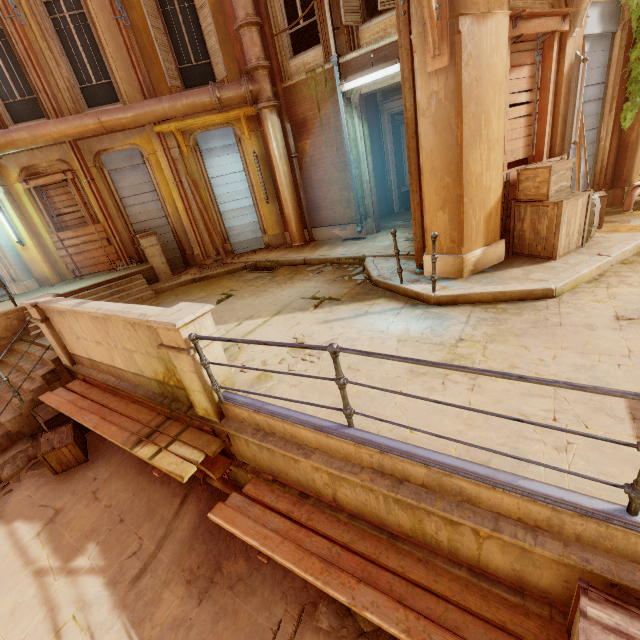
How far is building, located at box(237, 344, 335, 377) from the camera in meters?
4.2

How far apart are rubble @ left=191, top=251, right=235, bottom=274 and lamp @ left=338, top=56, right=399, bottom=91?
5.89m

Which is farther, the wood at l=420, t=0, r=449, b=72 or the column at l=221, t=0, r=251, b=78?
the column at l=221, t=0, r=251, b=78

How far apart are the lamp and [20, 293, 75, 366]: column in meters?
8.1 m

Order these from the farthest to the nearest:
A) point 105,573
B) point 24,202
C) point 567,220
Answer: point 24,202 < point 567,220 < point 105,573

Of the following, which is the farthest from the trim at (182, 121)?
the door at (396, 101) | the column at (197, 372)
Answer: the column at (197, 372)

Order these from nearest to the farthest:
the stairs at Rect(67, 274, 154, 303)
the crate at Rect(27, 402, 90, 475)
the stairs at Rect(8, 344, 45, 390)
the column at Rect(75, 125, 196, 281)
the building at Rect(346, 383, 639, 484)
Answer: the building at Rect(346, 383, 639, 484), the crate at Rect(27, 402, 90, 475), the stairs at Rect(8, 344, 45, 390), the stairs at Rect(67, 274, 154, 303), the column at Rect(75, 125, 196, 281)

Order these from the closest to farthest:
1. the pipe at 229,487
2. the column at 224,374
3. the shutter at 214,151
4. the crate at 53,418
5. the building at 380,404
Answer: the building at 380,404, the column at 224,374, the pipe at 229,487, the crate at 53,418, the shutter at 214,151
